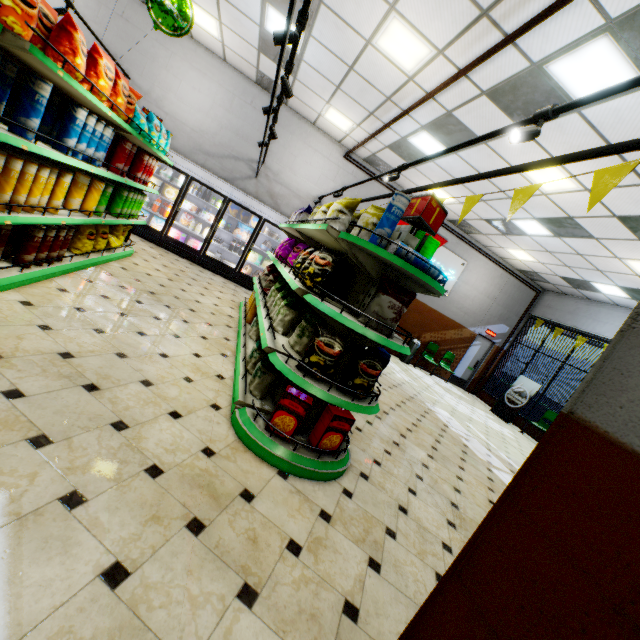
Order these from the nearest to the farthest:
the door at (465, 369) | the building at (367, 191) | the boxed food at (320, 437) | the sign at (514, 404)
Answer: the boxed food at (320, 437)
the building at (367, 191)
the sign at (514, 404)
the door at (465, 369)

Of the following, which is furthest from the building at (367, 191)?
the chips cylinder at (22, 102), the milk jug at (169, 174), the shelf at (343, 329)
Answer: the chips cylinder at (22, 102)

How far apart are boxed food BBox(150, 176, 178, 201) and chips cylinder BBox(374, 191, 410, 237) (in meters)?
7.47

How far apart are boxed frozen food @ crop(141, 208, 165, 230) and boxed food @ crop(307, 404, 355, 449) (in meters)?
7.71

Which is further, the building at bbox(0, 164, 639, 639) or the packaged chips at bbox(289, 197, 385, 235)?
the packaged chips at bbox(289, 197, 385, 235)

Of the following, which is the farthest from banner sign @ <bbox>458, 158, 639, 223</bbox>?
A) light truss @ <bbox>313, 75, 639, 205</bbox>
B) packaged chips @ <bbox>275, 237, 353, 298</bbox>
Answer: packaged chips @ <bbox>275, 237, 353, 298</bbox>

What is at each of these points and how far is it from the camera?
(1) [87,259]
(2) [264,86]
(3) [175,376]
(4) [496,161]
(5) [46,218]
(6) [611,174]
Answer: (1) shelf, 4.3m
(2) building, 8.5m
(3) building, 3.1m
(4) building, 6.3m
(5) shelf, 3.0m
(6) banner sign, 1.7m

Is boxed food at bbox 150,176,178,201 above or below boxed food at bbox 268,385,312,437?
above
